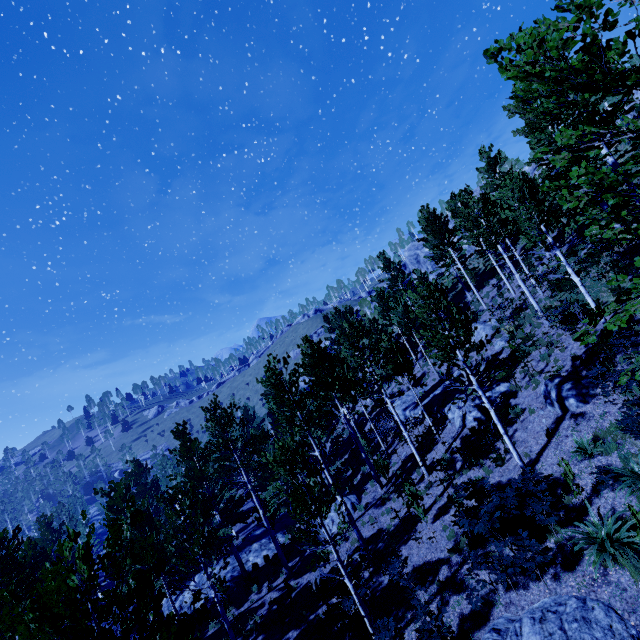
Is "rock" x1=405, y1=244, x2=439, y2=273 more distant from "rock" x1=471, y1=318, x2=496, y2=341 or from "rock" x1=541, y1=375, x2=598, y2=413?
"rock" x1=541, y1=375, x2=598, y2=413

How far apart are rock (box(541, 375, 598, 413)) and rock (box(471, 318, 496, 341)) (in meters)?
9.57

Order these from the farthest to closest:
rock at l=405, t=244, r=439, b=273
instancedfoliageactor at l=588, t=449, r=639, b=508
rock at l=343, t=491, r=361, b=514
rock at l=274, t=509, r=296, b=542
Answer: rock at l=405, t=244, r=439, b=273
rock at l=274, t=509, r=296, b=542
rock at l=343, t=491, r=361, b=514
instancedfoliageactor at l=588, t=449, r=639, b=508

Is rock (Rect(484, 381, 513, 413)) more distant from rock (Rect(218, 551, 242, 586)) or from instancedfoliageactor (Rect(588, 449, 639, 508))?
rock (Rect(218, 551, 242, 586))

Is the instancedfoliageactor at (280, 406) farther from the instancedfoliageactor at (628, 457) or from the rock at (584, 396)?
the instancedfoliageactor at (628, 457)

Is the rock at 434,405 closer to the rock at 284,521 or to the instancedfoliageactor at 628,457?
the instancedfoliageactor at 628,457

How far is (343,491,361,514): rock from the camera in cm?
1906

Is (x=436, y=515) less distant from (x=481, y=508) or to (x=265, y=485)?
(x=481, y=508)
